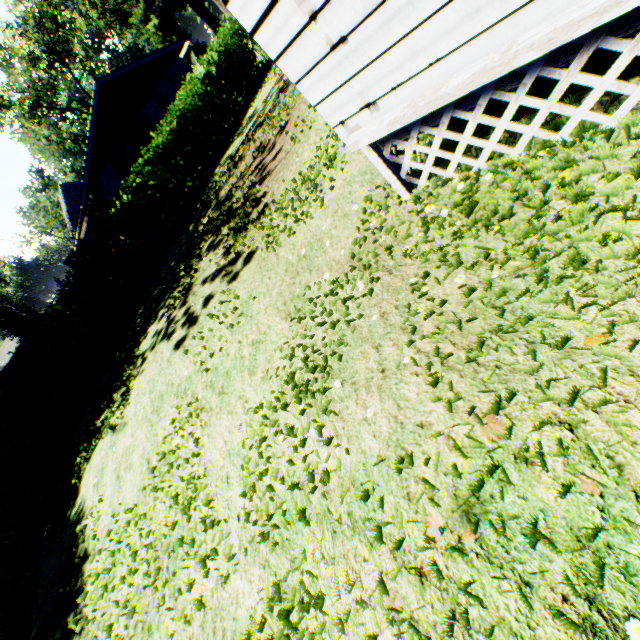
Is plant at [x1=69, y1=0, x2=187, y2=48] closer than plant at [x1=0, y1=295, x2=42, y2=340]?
No

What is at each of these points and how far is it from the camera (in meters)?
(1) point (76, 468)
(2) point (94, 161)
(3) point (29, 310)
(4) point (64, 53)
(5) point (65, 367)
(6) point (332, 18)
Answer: (1) plant, 7.79
(2) house, 17.48
(3) plant, 38.34
(4) tree, 35.09
(5) hedge, 11.15
(6) house, 2.17

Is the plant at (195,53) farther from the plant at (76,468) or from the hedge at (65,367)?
the plant at (76,468)

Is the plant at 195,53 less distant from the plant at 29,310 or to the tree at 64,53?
the plant at 29,310

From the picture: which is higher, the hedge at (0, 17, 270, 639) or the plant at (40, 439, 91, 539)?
the hedge at (0, 17, 270, 639)

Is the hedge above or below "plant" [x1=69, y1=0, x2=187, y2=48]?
below

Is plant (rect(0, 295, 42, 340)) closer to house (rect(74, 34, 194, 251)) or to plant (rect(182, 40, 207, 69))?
plant (rect(182, 40, 207, 69))

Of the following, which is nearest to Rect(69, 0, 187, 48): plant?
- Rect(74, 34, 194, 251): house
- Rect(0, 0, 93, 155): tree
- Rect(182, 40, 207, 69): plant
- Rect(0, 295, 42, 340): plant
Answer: Rect(182, 40, 207, 69): plant
